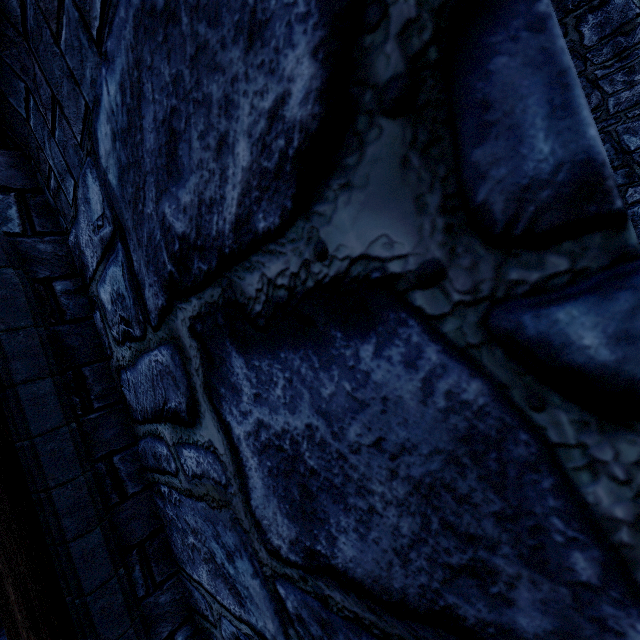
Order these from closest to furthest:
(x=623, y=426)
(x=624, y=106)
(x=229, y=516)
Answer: (x=623, y=426)
(x=229, y=516)
(x=624, y=106)
